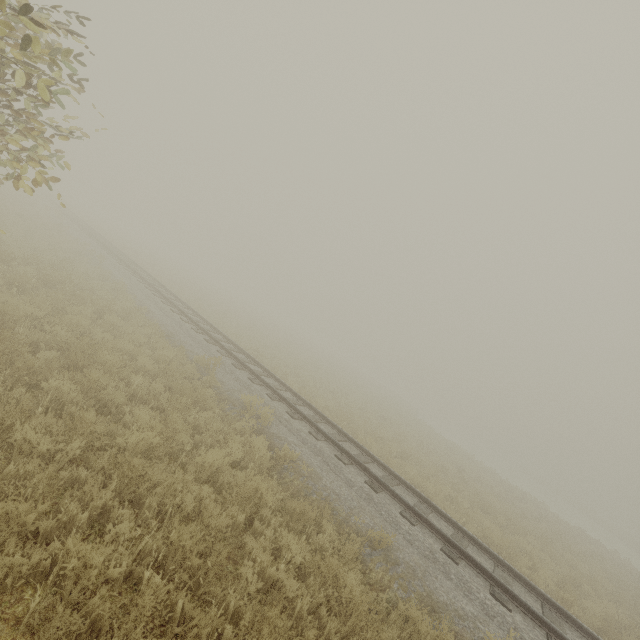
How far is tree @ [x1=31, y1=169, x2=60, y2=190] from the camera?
5.4 meters

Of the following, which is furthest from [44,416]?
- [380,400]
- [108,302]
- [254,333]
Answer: [380,400]

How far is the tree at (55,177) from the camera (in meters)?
5.45
